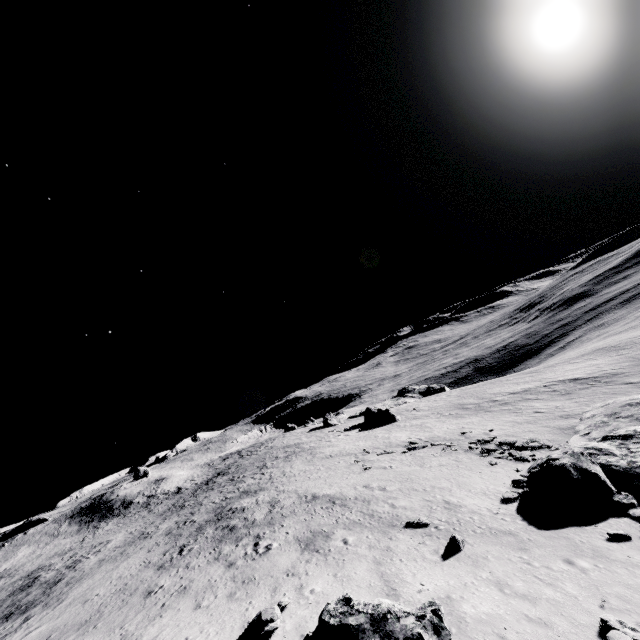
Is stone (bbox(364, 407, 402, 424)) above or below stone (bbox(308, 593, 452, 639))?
below

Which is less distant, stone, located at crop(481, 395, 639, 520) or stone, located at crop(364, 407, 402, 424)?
stone, located at crop(481, 395, 639, 520)

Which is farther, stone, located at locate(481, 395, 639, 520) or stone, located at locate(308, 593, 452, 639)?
stone, located at locate(481, 395, 639, 520)

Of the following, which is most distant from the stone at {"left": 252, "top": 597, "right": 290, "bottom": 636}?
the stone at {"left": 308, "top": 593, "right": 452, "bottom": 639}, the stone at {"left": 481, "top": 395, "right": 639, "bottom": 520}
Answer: the stone at {"left": 481, "top": 395, "right": 639, "bottom": 520}

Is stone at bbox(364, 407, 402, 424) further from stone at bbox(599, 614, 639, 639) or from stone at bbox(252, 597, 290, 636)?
stone at bbox(252, 597, 290, 636)

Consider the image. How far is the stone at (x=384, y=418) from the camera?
46.81m

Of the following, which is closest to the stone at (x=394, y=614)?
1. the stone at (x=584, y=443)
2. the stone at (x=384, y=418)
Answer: the stone at (x=584, y=443)

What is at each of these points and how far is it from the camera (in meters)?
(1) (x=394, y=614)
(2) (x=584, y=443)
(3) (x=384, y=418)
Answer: (1) stone, 7.90
(2) stone, 18.69
(3) stone, 47.38
